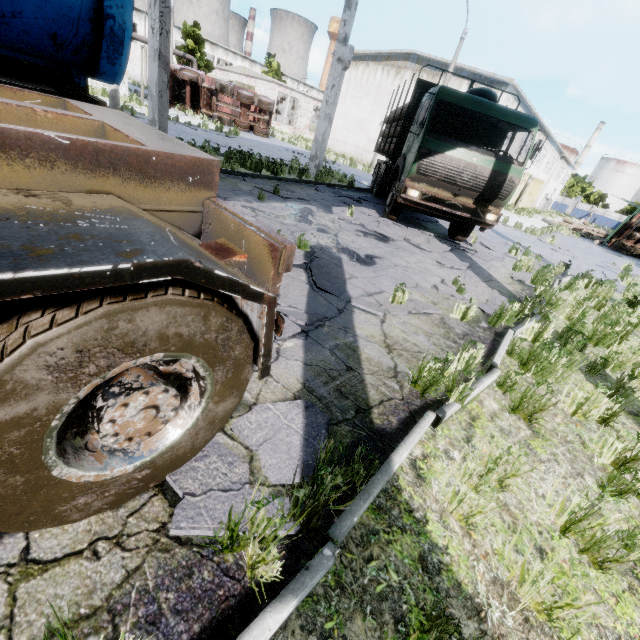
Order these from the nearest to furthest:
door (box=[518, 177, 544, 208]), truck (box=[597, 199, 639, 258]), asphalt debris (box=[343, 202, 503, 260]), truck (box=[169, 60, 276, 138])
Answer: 1. asphalt debris (box=[343, 202, 503, 260])
2. truck (box=[597, 199, 639, 258])
3. truck (box=[169, 60, 276, 138])
4. door (box=[518, 177, 544, 208])

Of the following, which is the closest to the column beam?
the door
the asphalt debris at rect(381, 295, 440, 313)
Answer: the asphalt debris at rect(381, 295, 440, 313)

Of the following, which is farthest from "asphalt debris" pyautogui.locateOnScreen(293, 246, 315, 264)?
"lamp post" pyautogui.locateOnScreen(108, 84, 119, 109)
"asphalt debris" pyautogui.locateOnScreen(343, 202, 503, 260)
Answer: "lamp post" pyautogui.locateOnScreen(108, 84, 119, 109)

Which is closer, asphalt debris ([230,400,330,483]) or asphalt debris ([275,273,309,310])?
asphalt debris ([230,400,330,483])

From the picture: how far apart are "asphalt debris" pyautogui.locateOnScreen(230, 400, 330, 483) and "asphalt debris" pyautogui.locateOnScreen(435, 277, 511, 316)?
4.3 meters

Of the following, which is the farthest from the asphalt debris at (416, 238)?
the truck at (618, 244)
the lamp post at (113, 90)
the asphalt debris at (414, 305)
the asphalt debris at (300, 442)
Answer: the truck at (618, 244)

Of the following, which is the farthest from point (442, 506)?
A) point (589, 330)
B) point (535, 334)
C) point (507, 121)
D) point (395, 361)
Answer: point (507, 121)

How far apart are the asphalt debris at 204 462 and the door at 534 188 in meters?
50.5
